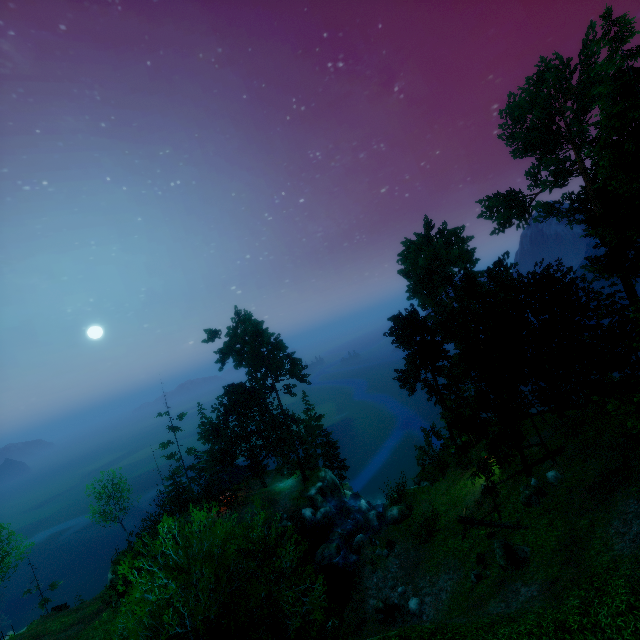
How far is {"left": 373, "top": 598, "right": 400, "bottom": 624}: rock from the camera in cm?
2039

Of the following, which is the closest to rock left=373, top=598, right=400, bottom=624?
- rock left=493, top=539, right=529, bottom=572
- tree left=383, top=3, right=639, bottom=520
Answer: rock left=493, top=539, right=529, bottom=572

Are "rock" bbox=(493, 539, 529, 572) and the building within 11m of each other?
no

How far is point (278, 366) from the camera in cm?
5294

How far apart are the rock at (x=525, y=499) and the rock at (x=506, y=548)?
3.3 meters

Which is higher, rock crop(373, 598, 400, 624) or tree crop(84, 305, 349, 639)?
tree crop(84, 305, 349, 639)

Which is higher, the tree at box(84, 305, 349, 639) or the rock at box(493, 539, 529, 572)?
the tree at box(84, 305, 349, 639)

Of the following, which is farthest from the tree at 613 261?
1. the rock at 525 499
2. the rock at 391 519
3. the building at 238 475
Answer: the rock at 391 519
